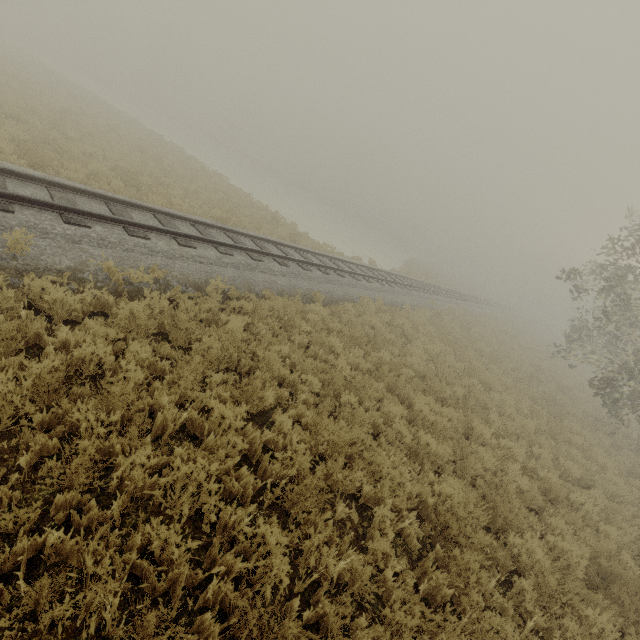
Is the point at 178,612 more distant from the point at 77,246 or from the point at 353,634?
the point at 77,246
